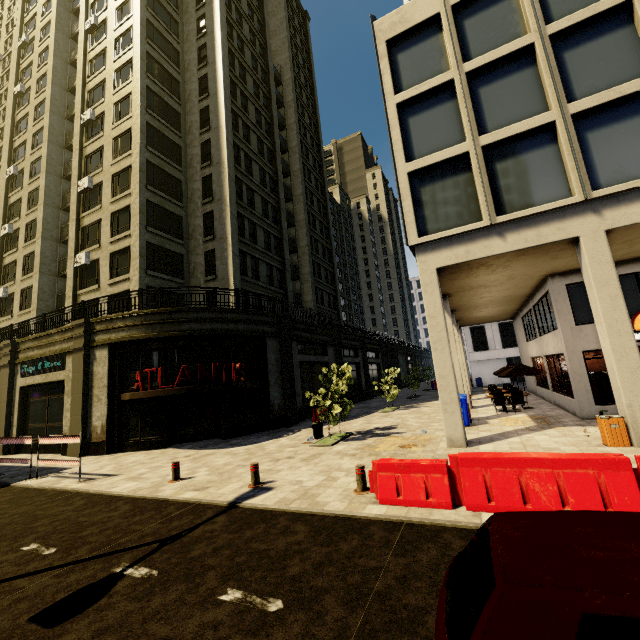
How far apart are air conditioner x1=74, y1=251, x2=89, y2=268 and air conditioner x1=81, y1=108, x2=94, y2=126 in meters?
10.9

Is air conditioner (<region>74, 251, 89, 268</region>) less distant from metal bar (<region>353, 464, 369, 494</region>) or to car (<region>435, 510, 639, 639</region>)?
metal bar (<region>353, 464, 369, 494</region>)

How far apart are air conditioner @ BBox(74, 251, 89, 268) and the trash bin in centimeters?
2881cm

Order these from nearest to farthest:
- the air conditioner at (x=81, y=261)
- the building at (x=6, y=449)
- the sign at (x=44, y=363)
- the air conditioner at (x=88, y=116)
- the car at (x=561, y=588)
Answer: the car at (x=561, y=588) → the sign at (x=44, y=363) → the building at (x=6, y=449) → the air conditioner at (x=81, y=261) → the air conditioner at (x=88, y=116)

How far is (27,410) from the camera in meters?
19.8 m

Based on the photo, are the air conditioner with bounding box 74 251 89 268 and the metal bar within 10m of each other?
no

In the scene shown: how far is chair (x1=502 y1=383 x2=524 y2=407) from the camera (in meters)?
15.77

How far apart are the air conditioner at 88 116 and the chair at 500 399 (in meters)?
34.37
